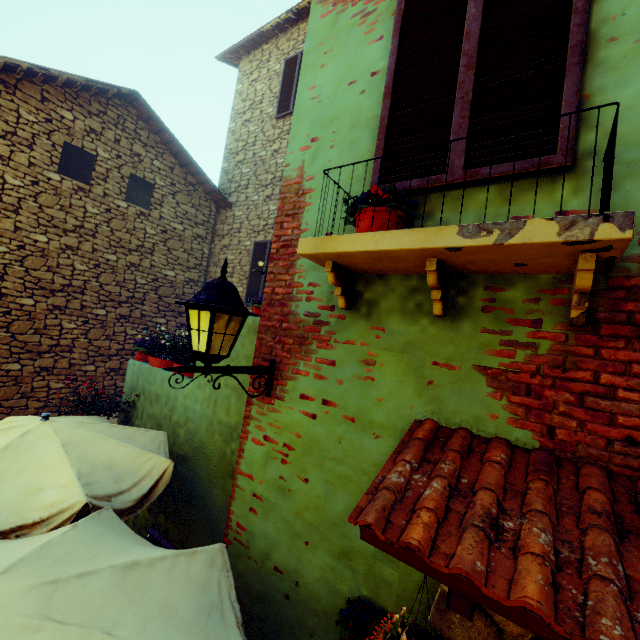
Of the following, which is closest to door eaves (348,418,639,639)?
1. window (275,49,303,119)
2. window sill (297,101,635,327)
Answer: window sill (297,101,635,327)

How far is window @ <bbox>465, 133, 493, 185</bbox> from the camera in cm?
181

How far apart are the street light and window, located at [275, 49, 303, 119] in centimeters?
746cm

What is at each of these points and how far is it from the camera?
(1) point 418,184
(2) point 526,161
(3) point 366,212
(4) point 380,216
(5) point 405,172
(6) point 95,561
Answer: (1) window, 2.0 meters
(2) window, 1.7 meters
(3) flower pot, 1.9 meters
(4) flower pot, 1.8 meters
(5) window, 2.1 meters
(6) table, 1.7 meters

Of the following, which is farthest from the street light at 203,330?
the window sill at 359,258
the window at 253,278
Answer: the window at 253,278

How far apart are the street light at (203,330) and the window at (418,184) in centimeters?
111cm

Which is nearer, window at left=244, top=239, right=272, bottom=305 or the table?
the table

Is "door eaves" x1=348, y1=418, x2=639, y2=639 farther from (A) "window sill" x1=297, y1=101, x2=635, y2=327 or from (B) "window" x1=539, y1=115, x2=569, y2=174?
(B) "window" x1=539, y1=115, x2=569, y2=174
